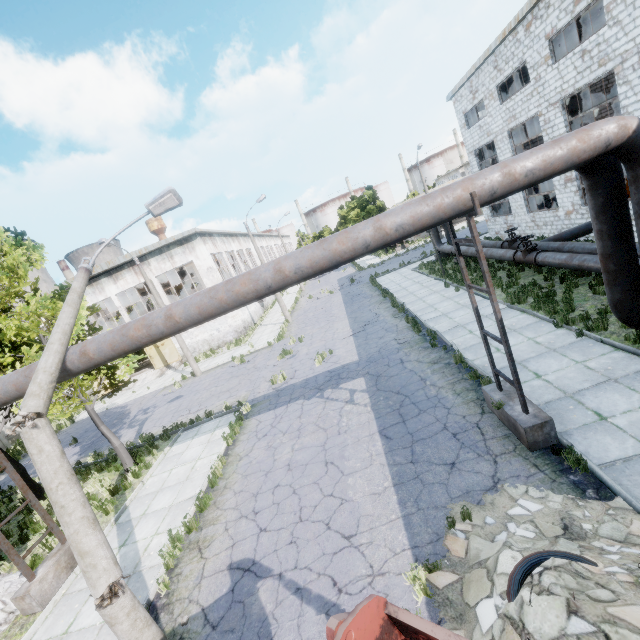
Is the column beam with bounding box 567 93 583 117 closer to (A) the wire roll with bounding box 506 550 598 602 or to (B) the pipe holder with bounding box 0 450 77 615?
(A) the wire roll with bounding box 506 550 598 602

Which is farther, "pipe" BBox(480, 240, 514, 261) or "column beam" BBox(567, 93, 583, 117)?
"pipe" BBox(480, 240, 514, 261)

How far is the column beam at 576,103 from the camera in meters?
15.3

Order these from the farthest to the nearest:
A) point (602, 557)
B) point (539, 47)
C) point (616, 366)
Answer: point (539, 47), point (616, 366), point (602, 557)

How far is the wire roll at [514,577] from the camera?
3.85m

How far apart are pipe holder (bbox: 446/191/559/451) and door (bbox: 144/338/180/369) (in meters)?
27.35

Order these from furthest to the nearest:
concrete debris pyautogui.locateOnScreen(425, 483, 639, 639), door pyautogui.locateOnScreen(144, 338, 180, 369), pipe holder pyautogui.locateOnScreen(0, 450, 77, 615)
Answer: door pyautogui.locateOnScreen(144, 338, 180, 369) → pipe holder pyautogui.locateOnScreen(0, 450, 77, 615) → concrete debris pyautogui.locateOnScreen(425, 483, 639, 639)

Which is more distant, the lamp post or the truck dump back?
the lamp post
